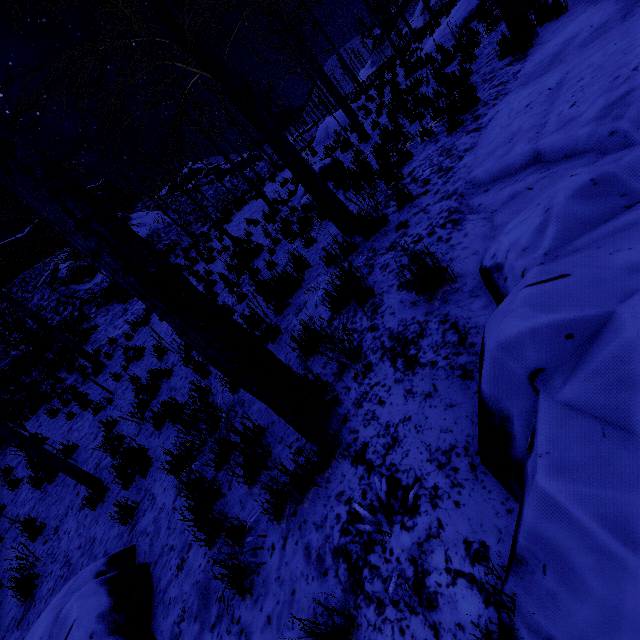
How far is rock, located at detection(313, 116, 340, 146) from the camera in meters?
16.8 m

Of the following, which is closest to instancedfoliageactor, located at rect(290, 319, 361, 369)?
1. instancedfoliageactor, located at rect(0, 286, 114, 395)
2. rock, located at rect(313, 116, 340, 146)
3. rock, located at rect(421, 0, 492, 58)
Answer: instancedfoliageactor, located at rect(0, 286, 114, 395)

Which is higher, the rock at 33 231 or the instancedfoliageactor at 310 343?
the rock at 33 231

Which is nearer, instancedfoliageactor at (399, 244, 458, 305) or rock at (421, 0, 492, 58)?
instancedfoliageactor at (399, 244, 458, 305)

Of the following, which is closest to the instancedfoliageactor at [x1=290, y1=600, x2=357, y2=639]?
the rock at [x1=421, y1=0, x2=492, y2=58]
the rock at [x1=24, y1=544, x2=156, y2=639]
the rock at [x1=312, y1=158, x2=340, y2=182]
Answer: the rock at [x1=24, y1=544, x2=156, y2=639]

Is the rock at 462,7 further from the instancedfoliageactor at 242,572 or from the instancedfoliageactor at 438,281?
the instancedfoliageactor at 242,572

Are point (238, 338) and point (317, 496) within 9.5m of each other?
yes

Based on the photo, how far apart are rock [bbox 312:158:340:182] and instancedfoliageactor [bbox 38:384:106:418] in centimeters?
792cm
